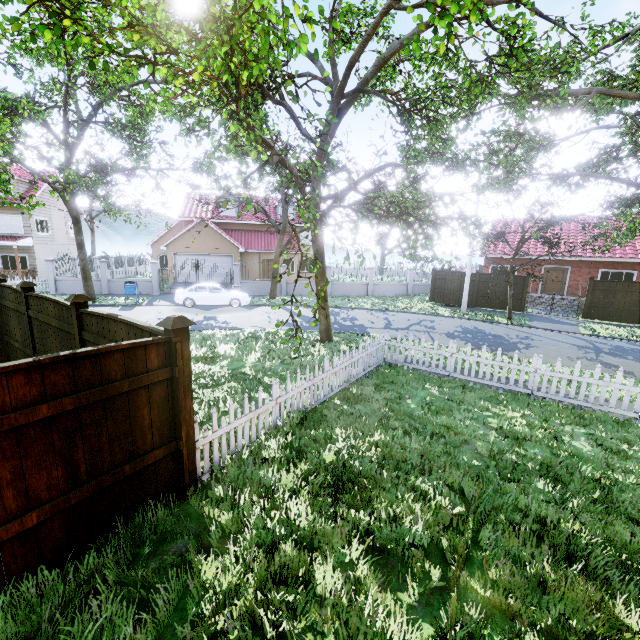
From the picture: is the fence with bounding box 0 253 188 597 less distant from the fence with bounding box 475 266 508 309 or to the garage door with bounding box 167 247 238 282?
the fence with bounding box 475 266 508 309

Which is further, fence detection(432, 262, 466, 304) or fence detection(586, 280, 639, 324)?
fence detection(432, 262, 466, 304)

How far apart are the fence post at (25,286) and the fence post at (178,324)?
5.4 meters

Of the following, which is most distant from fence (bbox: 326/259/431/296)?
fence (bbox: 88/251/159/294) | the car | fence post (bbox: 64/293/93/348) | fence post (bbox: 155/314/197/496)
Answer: fence post (bbox: 155/314/197/496)

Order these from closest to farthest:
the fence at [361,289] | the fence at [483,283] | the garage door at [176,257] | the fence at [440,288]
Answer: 1. the fence at [483,283]
2. the fence at [440,288]
3. the fence at [361,289]
4. the garage door at [176,257]

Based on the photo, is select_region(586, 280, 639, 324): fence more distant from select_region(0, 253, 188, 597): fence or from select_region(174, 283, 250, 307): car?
select_region(174, 283, 250, 307): car

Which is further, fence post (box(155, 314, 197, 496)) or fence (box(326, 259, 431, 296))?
fence (box(326, 259, 431, 296))

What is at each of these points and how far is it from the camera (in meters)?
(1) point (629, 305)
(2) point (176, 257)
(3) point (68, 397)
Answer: (1) fence, 18.25
(2) garage door, 27.95
(3) fence, 3.13
